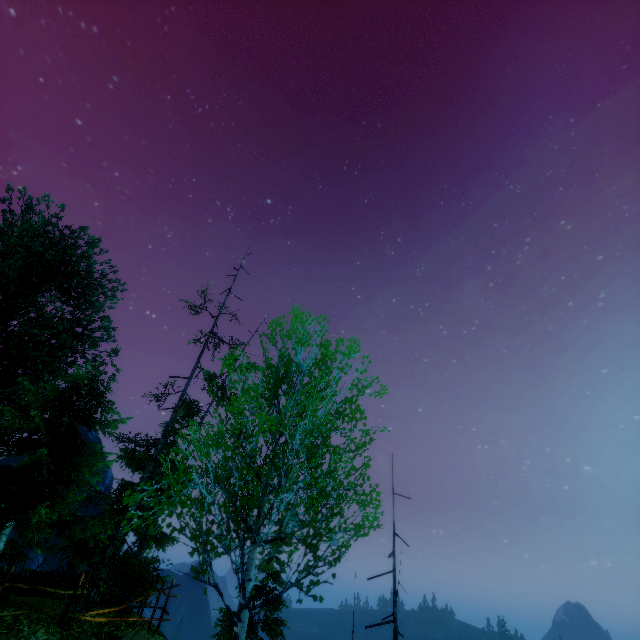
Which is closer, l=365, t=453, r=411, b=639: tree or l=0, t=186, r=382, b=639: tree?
l=0, t=186, r=382, b=639: tree

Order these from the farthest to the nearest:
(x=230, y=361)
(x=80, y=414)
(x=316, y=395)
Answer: (x=80, y=414), (x=230, y=361), (x=316, y=395)

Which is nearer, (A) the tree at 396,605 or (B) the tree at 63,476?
(B) the tree at 63,476
